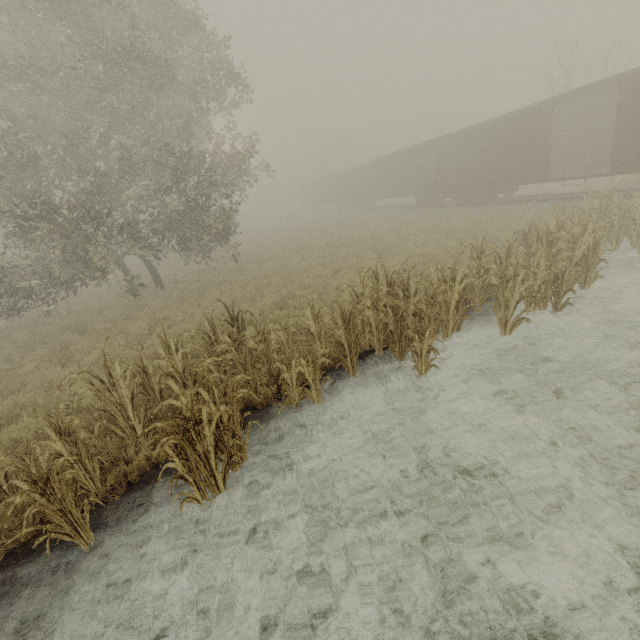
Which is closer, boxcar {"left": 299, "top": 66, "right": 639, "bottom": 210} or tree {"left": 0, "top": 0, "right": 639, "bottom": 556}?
tree {"left": 0, "top": 0, "right": 639, "bottom": 556}

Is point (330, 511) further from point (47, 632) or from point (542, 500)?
point (47, 632)

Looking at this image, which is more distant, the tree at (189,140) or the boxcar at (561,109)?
the boxcar at (561,109)
